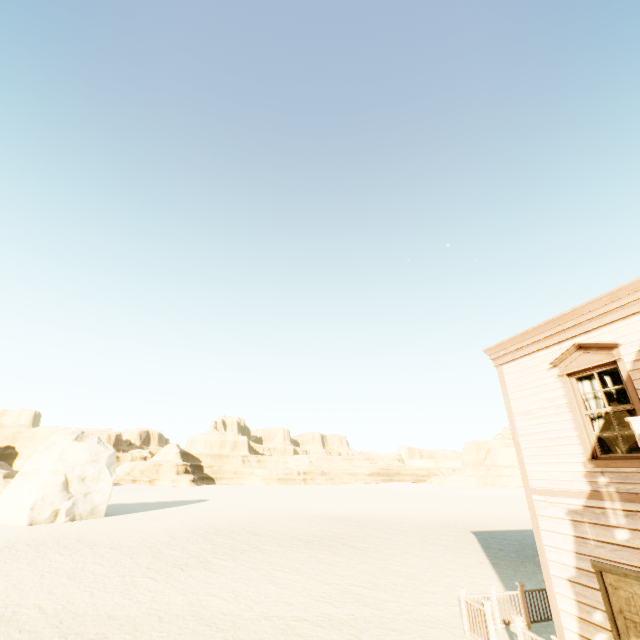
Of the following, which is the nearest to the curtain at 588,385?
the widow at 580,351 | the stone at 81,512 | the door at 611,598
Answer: the widow at 580,351

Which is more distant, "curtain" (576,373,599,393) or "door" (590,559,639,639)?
"curtain" (576,373,599,393)

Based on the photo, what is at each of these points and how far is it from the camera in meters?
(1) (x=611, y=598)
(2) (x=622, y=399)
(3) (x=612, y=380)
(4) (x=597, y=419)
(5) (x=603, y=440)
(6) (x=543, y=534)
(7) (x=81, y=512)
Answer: (1) door, 5.6 m
(2) curtain, 6.0 m
(3) curtain, 6.2 m
(4) curtain, 6.3 m
(5) curtain, 6.2 m
(6) building, 6.9 m
(7) stone, 26.4 m

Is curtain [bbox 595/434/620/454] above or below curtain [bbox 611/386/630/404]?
below

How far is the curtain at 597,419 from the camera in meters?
6.3

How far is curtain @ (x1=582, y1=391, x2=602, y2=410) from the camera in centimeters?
633cm

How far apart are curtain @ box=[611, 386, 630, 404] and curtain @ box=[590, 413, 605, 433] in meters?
0.1
